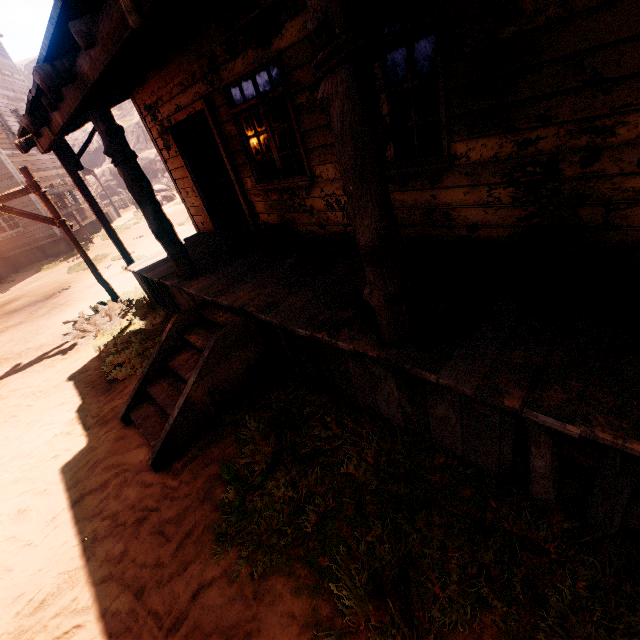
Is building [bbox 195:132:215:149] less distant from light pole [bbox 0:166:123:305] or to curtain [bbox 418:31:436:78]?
curtain [bbox 418:31:436:78]

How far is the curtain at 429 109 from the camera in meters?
3.1

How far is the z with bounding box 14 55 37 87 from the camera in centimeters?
4794cm

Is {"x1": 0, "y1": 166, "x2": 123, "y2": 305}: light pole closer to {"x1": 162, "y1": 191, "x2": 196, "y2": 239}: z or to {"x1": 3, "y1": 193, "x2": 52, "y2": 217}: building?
{"x1": 162, "y1": 191, "x2": 196, "y2": 239}: z

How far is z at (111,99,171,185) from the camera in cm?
3136

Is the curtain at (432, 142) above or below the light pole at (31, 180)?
below

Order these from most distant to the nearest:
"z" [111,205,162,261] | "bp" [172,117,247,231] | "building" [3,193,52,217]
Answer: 1. "building" [3,193,52,217]
2. "z" [111,205,162,261]
3. "bp" [172,117,247,231]

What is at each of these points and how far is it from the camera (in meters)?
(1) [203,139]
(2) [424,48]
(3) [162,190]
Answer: (1) building, 7.79
(2) curtain, 2.96
(3) instancedfoliageactor, 24.28
